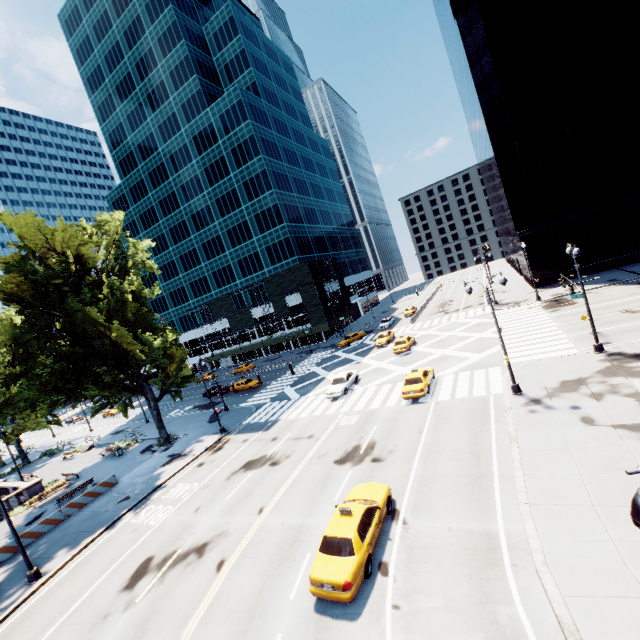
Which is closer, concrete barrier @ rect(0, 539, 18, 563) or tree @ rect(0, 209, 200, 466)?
concrete barrier @ rect(0, 539, 18, 563)

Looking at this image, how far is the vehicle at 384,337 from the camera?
43.6 meters

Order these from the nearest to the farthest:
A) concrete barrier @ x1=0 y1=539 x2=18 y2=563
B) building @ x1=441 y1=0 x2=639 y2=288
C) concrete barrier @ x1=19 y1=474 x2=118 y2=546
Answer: concrete barrier @ x1=0 y1=539 x2=18 y2=563 → concrete barrier @ x1=19 y1=474 x2=118 y2=546 → building @ x1=441 y1=0 x2=639 y2=288

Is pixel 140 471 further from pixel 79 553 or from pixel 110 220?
pixel 110 220

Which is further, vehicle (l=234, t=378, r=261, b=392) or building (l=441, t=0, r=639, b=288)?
vehicle (l=234, t=378, r=261, b=392)

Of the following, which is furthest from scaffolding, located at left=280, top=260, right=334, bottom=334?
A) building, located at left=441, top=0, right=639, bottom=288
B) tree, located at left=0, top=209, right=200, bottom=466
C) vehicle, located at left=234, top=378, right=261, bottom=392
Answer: building, located at left=441, top=0, right=639, bottom=288

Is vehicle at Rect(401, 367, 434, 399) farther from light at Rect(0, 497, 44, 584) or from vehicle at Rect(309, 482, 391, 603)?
light at Rect(0, 497, 44, 584)

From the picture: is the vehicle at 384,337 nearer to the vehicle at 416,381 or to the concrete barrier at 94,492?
the vehicle at 416,381
